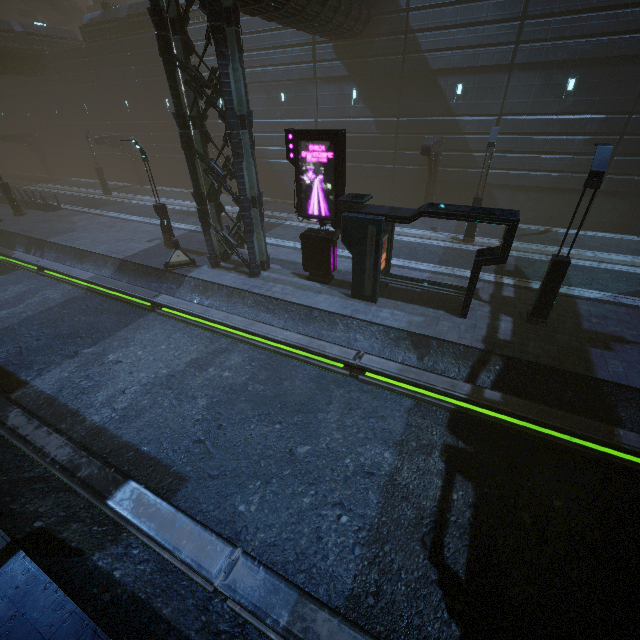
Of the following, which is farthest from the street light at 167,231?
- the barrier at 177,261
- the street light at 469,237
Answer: the street light at 469,237

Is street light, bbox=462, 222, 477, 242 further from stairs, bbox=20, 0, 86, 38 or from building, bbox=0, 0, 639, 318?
stairs, bbox=20, 0, 86, 38

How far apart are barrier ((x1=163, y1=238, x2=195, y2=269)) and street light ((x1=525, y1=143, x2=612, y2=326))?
15.1 meters

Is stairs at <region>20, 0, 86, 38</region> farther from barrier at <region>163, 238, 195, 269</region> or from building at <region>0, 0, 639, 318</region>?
barrier at <region>163, 238, 195, 269</region>

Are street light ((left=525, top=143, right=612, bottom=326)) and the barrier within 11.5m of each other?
no

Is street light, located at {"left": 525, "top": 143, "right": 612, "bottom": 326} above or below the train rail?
above

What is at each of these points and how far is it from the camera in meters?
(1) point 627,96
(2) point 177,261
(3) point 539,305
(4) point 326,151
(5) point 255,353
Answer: (1) building, 16.0
(2) barrier, 16.5
(3) street light, 11.1
(4) sign, 11.7
(5) train rail, 12.3

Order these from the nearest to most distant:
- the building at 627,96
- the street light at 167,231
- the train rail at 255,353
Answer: the train rail at 255,353, the building at 627,96, the street light at 167,231
